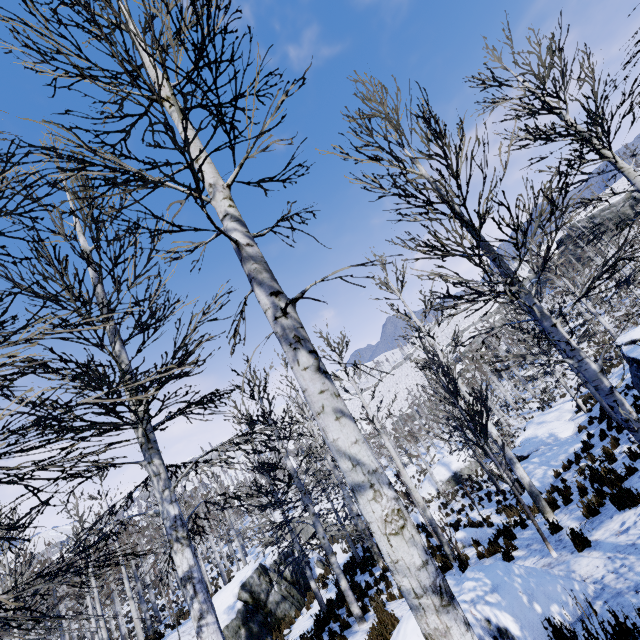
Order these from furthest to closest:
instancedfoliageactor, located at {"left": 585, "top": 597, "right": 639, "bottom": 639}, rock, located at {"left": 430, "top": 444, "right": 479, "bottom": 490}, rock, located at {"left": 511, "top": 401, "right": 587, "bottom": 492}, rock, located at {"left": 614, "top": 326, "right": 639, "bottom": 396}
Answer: rock, located at {"left": 430, "top": 444, "right": 479, "bottom": 490}, rock, located at {"left": 511, "top": 401, "right": 587, "bottom": 492}, rock, located at {"left": 614, "top": 326, "right": 639, "bottom": 396}, instancedfoliageactor, located at {"left": 585, "top": 597, "right": 639, "bottom": 639}

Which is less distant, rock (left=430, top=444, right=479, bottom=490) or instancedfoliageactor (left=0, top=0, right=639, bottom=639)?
instancedfoliageactor (left=0, top=0, right=639, bottom=639)

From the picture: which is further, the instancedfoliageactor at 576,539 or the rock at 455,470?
the rock at 455,470

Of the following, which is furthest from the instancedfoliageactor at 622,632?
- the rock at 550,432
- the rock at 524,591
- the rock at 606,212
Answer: the rock at 606,212

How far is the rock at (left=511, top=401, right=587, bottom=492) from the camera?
15.5 meters

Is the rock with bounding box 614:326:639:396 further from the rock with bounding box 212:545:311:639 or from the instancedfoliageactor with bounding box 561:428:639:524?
the rock with bounding box 212:545:311:639

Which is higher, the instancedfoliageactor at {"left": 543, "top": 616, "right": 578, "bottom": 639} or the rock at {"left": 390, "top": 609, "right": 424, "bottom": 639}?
the instancedfoliageactor at {"left": 543, "top": 616, "right": 578, "bottom": 639}

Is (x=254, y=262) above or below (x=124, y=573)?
above
